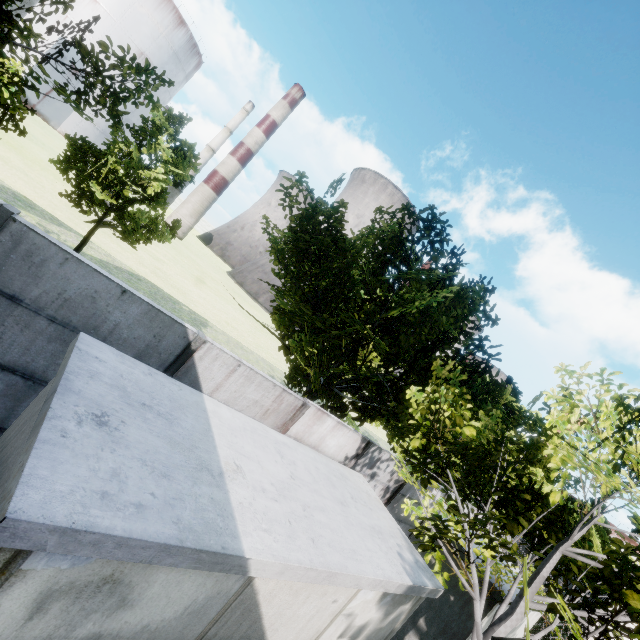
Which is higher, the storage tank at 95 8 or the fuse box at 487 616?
the storage tank at 95 8

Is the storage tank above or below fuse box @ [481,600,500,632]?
above

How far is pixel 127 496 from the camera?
2.13m

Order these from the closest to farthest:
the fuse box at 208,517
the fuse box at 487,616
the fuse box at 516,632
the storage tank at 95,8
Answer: the fuse box at 208,517
the fuse box at 487,616
the fuse box at 516,632
the storage tank at 95,8

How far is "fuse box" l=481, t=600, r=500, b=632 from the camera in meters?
6.9

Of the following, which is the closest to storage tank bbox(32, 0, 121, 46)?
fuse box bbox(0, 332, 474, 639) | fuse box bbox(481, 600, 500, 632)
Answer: fuse box bbox(0, 332, 474, 639)

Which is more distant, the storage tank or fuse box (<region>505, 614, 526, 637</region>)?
the storage tank
